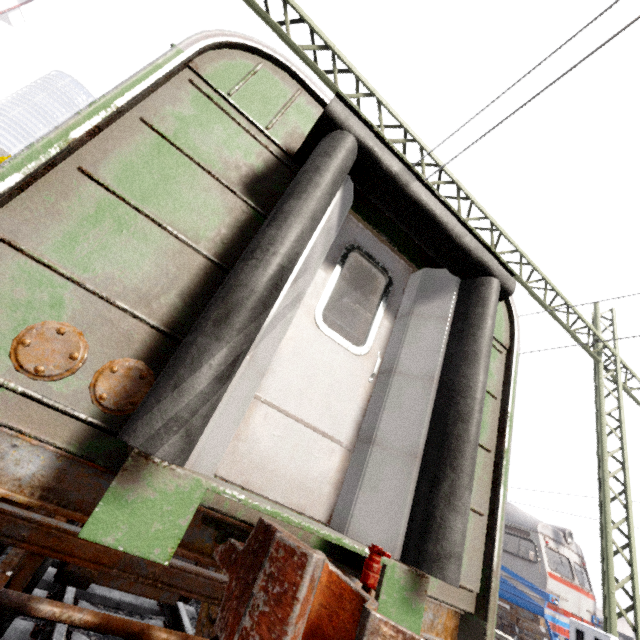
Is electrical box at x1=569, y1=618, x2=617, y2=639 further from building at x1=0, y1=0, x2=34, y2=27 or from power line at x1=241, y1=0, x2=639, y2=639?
building at x1=0, y1=0, x2=34, y2=27

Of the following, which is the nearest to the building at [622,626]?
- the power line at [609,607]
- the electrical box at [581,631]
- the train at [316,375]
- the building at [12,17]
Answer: the power line at [609,607]

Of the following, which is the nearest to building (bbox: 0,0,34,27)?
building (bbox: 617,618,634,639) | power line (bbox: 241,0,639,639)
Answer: power line (bbox: 241,0,639,639)

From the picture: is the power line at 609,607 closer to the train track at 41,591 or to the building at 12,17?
the train track at 41,591

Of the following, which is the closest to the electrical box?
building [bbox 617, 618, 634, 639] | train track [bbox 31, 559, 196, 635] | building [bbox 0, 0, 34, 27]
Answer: train track [bbox 31, 559, 196, 635]

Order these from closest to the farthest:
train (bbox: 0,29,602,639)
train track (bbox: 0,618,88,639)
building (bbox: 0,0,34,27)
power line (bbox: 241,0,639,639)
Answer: train (bbox: 0,29,602,639) → train track (bbox: 0,618,88,639) → power line (bbox: 241,0,639,639) → building (bbox: 0,0,34,27)

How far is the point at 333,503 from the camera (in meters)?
2.11

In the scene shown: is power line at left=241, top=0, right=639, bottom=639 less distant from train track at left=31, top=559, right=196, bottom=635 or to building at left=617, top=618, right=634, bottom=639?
train track at left=31, top=559, right=196, bottom=635
